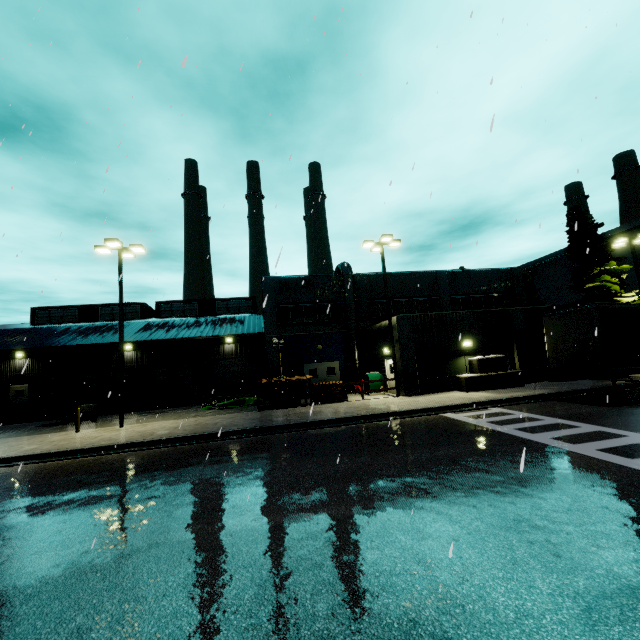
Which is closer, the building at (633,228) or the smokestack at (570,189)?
the building at (633,228)

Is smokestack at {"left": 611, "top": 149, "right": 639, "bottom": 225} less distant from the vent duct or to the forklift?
the vent duct

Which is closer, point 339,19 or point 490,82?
point 490,82

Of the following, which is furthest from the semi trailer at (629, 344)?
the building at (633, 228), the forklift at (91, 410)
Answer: the forklift at (91, 410)

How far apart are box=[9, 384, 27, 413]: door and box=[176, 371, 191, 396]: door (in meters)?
12.69

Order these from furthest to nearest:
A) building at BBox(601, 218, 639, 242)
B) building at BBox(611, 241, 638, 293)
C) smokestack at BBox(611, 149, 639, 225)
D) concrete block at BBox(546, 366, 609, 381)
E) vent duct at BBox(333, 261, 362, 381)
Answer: smokestack at BBox(611, 149, 639, 225) < building at BBox(611, 241, 638, 293) < building at BBox(601, 218, 639, 242) < vent duct at BBox(333, 261, 362, 381) < concrete block at BBox(546, 366, 609, 381)

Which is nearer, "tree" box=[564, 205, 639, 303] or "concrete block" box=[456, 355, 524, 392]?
"concrete block" box=[456, 355, 524, 392]

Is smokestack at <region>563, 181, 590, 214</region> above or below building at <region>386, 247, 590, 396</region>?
above
